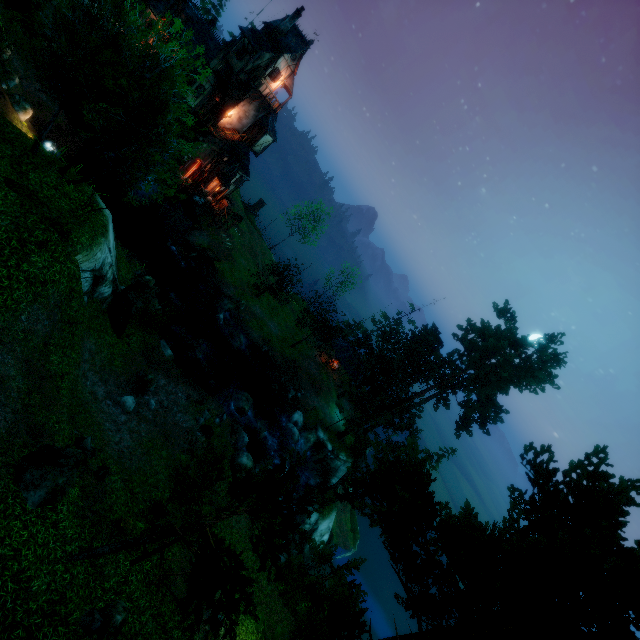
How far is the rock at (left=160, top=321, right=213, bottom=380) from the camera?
25.4 meters

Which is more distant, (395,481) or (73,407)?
(73,407)

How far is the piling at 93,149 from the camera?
32.3m

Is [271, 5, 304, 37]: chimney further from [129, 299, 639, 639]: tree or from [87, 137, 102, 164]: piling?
[129, 299, 639, 639]: tree

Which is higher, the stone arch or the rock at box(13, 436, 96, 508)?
the rock at box(13, 436, 96, 508)

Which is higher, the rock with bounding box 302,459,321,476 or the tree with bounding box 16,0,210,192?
the tree with bounding box 16,0,210,192

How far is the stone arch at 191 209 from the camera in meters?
36.7 m

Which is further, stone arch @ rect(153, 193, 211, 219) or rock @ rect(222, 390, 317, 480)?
stone arch @ rect(153, 193, 211, 219)
